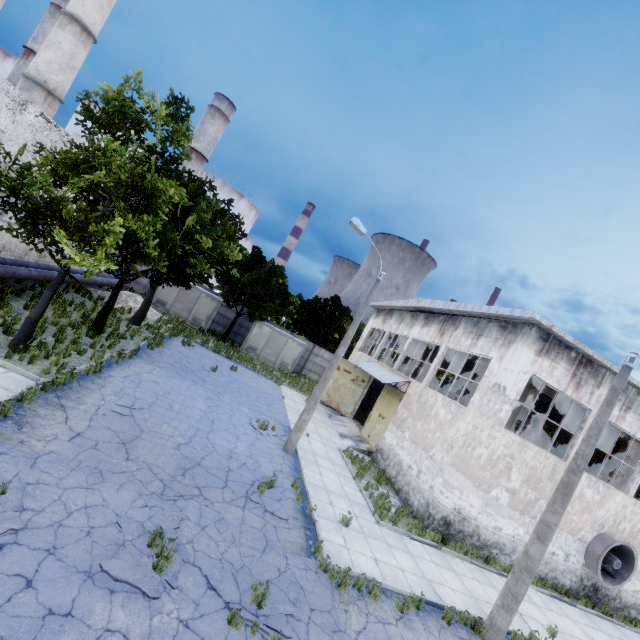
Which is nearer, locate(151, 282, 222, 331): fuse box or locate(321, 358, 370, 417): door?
locate(321, 358, 370, 417): door

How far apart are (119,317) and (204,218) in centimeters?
895cm

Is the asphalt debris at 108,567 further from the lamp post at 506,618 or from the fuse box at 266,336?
the fuse box at 266,336

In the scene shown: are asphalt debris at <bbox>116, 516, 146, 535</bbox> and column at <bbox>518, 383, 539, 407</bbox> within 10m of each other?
no

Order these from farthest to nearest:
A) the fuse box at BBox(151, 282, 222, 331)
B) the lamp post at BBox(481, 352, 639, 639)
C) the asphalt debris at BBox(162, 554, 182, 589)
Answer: the fuse box at BBox(151, 282, 222, 331) < the lamp post at BBox(481, 352, 639, 639) < the asphalt debris at BBox(162, 554, 182, 589)

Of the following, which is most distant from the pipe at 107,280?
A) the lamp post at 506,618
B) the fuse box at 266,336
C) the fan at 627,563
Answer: the fan at 627,563

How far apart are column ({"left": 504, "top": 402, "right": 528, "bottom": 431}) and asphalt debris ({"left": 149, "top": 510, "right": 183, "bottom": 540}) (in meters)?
15.63

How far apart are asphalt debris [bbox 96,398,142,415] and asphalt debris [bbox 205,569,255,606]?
5.77m
